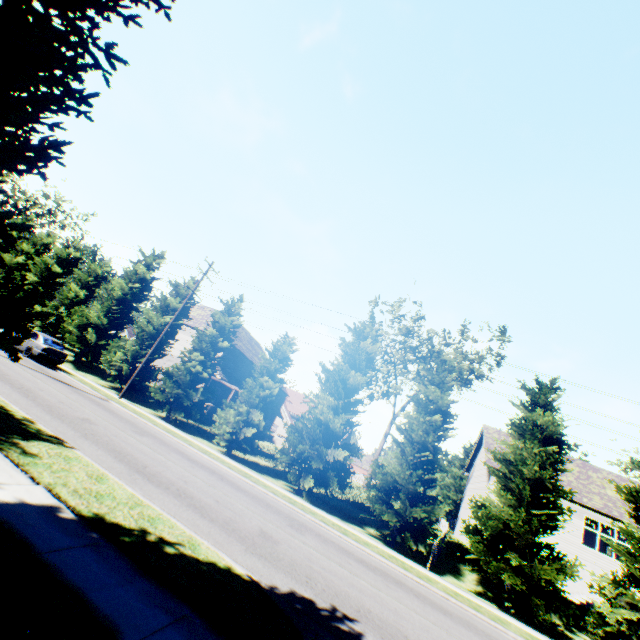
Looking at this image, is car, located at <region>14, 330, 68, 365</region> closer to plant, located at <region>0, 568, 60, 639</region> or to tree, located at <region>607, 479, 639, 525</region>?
tree, located at <region>607, 479, 639, 525</region>

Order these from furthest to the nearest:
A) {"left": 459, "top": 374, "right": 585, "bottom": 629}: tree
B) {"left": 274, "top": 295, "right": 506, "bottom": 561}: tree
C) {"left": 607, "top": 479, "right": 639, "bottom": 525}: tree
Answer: {"left": 274, "top": 295, "right": 506, "bottom": 561}: tree < {"left": 607, "top": 479, "right": 639, "bottom": 525}: tree < {"left": 459, "top": 374, "right": 585, "bottom": 629}: tree

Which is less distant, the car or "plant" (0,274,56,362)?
"plant" (0,274,56,362)

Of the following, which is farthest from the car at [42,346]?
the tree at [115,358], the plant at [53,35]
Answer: the plant at [53,35]

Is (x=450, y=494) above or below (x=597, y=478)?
below

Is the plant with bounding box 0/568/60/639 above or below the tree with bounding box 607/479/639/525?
below
